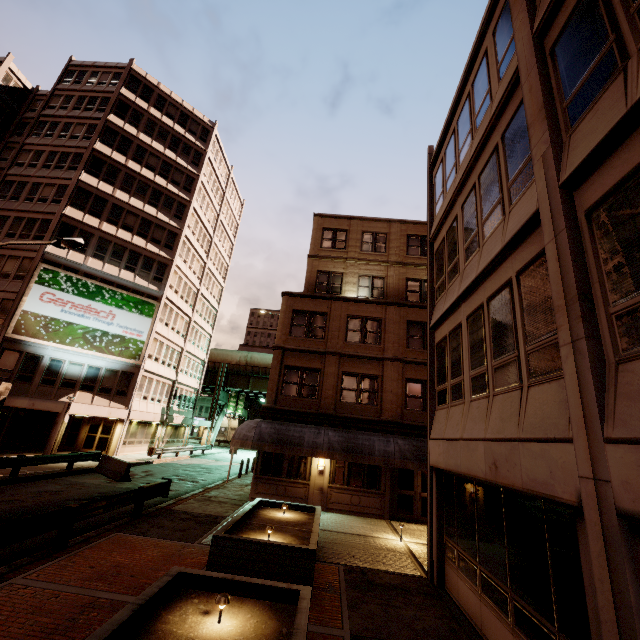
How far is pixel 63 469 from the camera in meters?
18.7

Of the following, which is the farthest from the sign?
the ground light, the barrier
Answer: the ground light

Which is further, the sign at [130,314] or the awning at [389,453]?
the sign at [130,314]

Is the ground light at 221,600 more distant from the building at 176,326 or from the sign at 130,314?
the sign at 130,314

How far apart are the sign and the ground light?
28.1 meters

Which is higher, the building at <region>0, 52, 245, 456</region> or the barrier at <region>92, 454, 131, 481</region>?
the building at <region>0, 52, 245, 456</region>

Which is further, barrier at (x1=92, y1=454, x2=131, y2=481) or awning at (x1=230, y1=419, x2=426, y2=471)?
barrier at (x1=92, y1=454, x2=131, y2=481)

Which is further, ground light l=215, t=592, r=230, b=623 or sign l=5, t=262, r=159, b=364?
sign l=5, t=262, r=159, b=364
